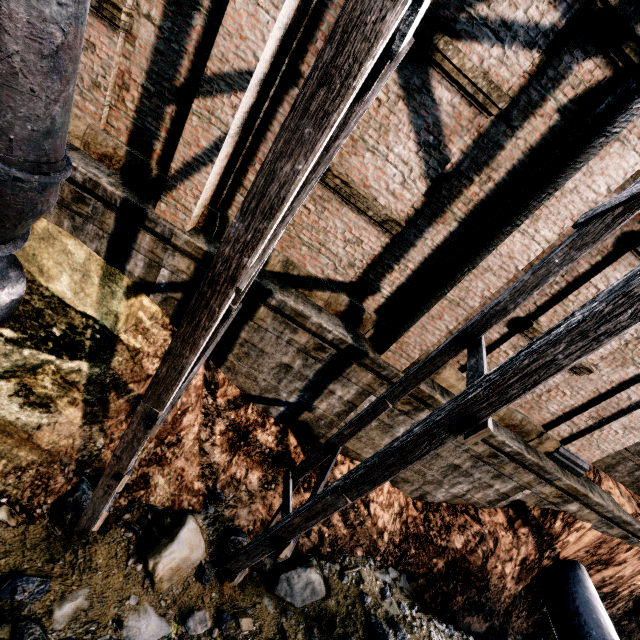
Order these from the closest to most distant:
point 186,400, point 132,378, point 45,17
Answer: point 45,17, point 132,378, point 186,400

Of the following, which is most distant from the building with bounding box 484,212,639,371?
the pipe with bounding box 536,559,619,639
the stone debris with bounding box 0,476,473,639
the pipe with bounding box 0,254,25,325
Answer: the stone debris with bounding box 0,476,473,639

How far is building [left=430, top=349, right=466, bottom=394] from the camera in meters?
8.4 m

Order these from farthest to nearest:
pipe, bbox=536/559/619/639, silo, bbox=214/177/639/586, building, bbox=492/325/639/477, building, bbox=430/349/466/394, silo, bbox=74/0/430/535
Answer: pipe, bbox=536/559/619/639
building, bbox=430/349/466/394
building, bbox=492/325/639/477
silo, bbox=214/177/639/586
silo, bbox=74/0/430/535

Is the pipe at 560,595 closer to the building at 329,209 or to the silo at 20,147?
the building at 329,209

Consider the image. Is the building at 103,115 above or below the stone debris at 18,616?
above

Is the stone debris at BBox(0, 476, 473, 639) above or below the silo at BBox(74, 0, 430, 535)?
below

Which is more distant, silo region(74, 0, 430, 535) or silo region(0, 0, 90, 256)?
silo region(0, 0, 90, 256)
